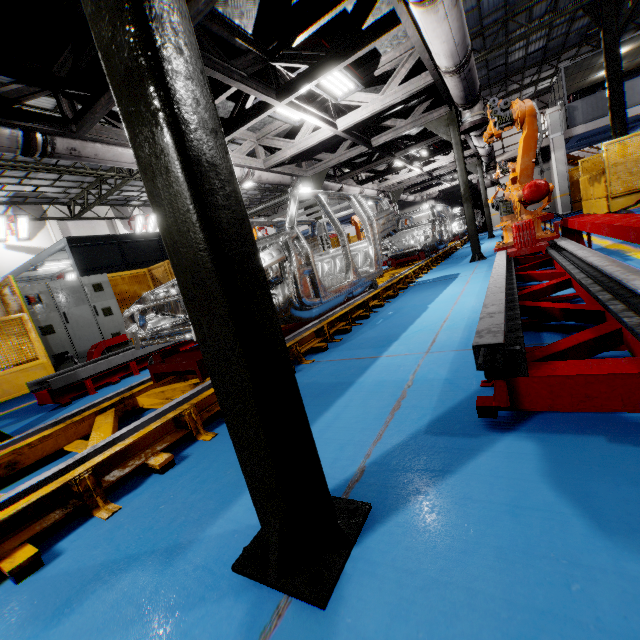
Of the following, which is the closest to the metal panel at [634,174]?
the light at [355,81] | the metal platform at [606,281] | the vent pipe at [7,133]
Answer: the metal platform at [606,281]

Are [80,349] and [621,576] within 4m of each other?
no

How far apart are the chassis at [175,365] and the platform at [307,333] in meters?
0.0 m

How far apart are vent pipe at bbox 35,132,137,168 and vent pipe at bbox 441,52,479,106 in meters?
3.1 m

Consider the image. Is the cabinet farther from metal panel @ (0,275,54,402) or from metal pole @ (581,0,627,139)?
metal pole @ (581,0,627,139)

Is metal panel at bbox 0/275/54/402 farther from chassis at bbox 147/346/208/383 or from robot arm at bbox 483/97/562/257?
chassis at bbox 147/346/208/383

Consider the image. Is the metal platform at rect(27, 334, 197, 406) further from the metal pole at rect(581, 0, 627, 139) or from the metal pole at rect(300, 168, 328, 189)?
the metal pole at rect(581, 0, 627, 139)

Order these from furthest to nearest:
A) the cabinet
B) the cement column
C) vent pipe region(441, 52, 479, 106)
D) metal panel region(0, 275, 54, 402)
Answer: the cement column → the cabinet → metal panel region(0, 275, 54, 402) → vent pipe region(441, 52, 479, 106)
